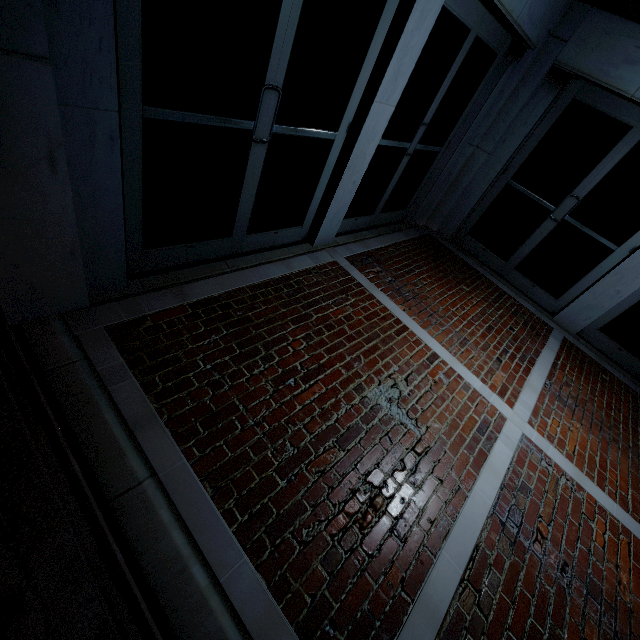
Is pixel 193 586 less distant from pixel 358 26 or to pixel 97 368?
pixel 97 368
